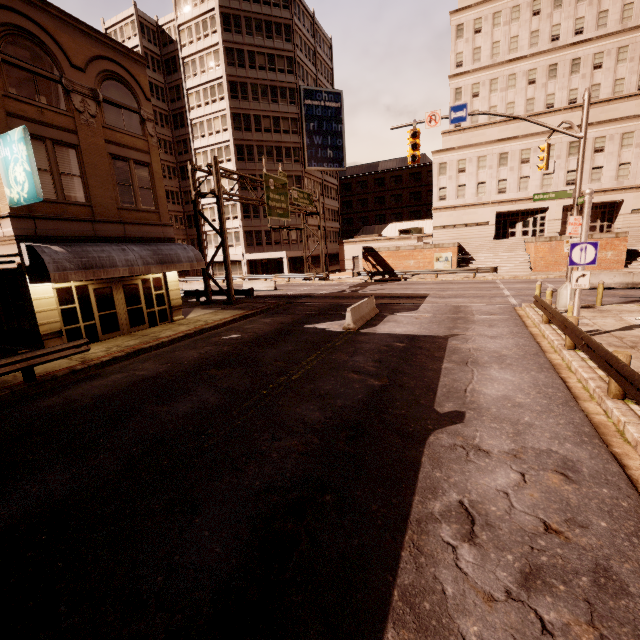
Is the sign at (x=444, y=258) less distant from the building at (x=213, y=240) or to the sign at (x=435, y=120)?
the building at (x=213, y=240)

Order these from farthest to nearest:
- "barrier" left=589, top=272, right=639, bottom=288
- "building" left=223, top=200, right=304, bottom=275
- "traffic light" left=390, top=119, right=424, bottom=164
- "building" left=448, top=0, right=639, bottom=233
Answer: "building" left=223, top=200, right=304, bottom=275
"building" left=448, top=0, right=639, bottom=233
"barrier" left=589, top=272, right=639, bottom=288
"traffic light" left=390, top=119, right=424, bottom=164

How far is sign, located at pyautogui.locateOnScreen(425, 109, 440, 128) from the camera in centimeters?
1564cm

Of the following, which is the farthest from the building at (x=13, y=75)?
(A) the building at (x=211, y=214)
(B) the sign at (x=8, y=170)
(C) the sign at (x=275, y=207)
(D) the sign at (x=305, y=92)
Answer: (B) the sign at (x=8, y=170)

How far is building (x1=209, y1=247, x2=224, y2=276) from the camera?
47.5m

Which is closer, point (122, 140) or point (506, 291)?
point (122, 140)

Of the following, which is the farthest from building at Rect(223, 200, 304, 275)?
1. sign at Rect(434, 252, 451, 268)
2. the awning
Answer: the awning

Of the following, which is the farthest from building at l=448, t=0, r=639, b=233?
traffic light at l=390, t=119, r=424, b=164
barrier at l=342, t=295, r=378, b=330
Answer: barrier at l=342, t=295, r=378, b=330
